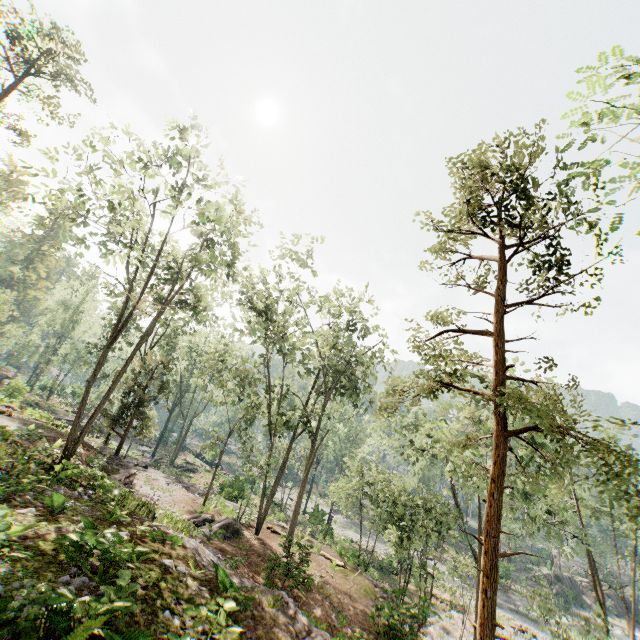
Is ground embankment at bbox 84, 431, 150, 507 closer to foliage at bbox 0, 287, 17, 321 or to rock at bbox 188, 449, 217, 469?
foliage at bbox 0, 287, 17, 321

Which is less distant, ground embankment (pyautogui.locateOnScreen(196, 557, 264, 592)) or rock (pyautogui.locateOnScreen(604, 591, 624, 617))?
ground embankment (pyautogui.locateOnScreen(196, 557, 264, 592))

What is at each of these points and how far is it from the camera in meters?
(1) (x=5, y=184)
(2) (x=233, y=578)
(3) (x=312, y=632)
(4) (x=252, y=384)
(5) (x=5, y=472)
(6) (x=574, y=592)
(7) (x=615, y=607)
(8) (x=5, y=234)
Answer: (1) foliage, 57.7
(2) ground embankment, 10.0
(3) ground embankment, 8.6
(4) foliage, 23.2
(5) foliage, 11.4
(6) rock, 45.7
(7) rock, 49.8
(8) foliage, 39.2

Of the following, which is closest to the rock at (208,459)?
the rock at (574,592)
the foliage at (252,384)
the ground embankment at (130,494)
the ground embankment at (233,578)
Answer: the foliage at (252,384)

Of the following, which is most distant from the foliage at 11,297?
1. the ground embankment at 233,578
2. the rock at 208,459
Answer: the ground embankment at 233,578

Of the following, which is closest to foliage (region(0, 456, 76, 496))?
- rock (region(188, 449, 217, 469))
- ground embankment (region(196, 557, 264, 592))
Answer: rock (region(188, 449, 217, 469))

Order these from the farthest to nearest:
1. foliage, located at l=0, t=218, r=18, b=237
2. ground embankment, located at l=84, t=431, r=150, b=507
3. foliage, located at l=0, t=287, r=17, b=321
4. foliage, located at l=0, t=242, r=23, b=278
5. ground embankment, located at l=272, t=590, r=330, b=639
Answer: foliage, located at l=0, t=242, r=23, b=278 < foliage, located at l=0, t=218, r=18, b=237 < foliage, located at l=0, t=287, r=17, b=321 < ground embankment, located at l=84, t=431, r=150, b=507 < ground embankment, located at l=272, t=590, r=330, b=639

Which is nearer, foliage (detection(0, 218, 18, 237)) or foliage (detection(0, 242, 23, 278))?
foliage (detection(0, 218, 18, 237))
